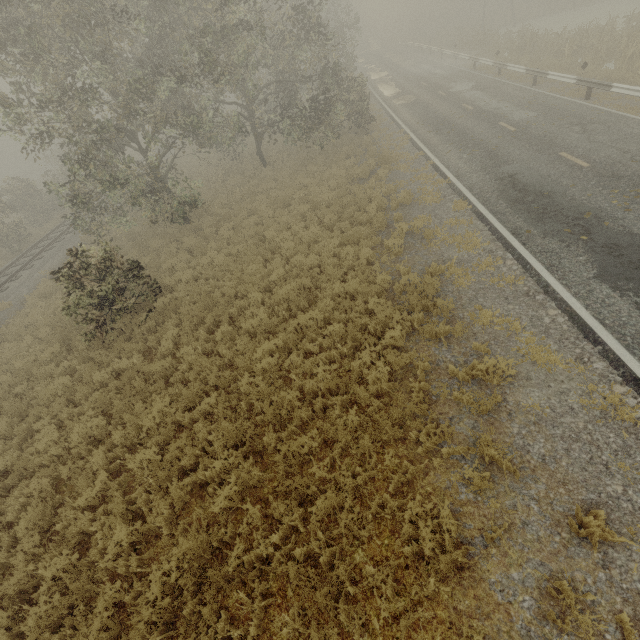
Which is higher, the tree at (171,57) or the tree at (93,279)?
the tree at (171,57)

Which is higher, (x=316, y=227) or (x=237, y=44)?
(x=237, y=44)

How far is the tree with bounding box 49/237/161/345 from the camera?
9.76m

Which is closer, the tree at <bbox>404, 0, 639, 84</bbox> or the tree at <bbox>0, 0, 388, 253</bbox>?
the tree at <bbox>0, 0, 388, 253</bbox>

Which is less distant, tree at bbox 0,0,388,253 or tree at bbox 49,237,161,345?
tree at bbox 49,237,161,345

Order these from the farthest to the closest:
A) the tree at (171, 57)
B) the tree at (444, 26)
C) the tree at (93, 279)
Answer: the tree at (444, 26)
the tree at (171, 57)
the tree at (93, 279)

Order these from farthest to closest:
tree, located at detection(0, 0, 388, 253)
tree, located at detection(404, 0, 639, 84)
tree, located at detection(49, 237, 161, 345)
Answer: tree, located at detection(404, 0, 639, 84)
tree, located at detection(0, 0, 388, 253)
tree, located at detection(49, 237, 161, 345)

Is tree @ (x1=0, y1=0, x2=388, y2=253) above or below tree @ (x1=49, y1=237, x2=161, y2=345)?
above
